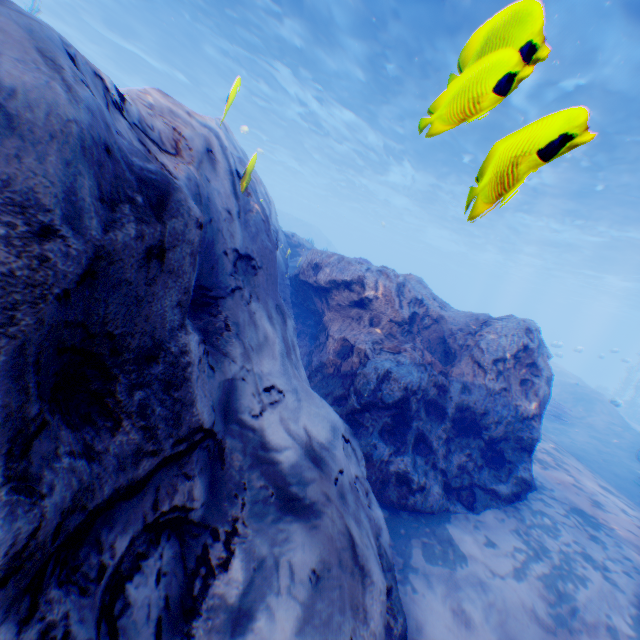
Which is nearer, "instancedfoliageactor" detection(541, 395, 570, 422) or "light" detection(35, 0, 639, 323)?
"light" detection(35, 0, 639, 323)

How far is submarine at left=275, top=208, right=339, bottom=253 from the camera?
40.0m

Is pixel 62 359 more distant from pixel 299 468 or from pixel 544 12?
pixel 544 12

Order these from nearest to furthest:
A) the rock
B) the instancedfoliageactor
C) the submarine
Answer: the rock
the instancedfoliageactor
the submarine

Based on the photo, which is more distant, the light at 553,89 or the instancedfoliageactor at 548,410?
the instancedfoliageactor at 548,410

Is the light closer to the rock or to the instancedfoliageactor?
the rock

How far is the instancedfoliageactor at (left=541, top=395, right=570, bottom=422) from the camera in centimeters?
1407cm

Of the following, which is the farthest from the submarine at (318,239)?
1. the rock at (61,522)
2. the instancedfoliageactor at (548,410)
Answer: the instancedfoliageactor at (548,410)
